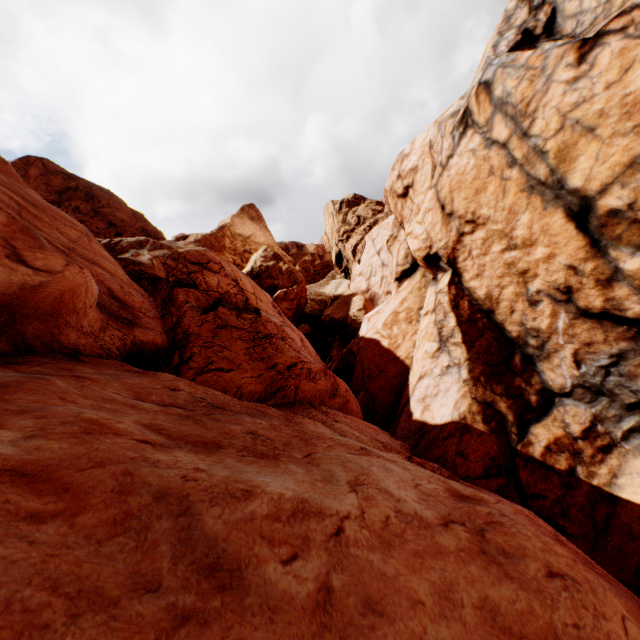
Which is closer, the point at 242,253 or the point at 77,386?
the point at 77,386
